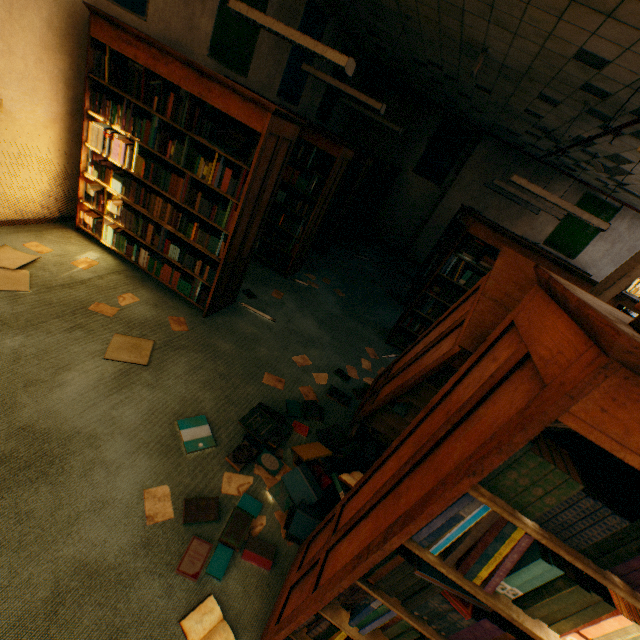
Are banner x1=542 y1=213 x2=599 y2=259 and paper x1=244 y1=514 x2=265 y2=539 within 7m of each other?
no

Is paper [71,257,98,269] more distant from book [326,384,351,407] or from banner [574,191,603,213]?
banner [574,191,603,213]

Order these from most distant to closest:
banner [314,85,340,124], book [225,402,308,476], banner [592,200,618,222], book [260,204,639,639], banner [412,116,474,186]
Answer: banner [412,116,474,186]
banner [592,200,618,222]
banner [314,85,340,124]
book [225,402,308,476]
book [260,204,639,639]

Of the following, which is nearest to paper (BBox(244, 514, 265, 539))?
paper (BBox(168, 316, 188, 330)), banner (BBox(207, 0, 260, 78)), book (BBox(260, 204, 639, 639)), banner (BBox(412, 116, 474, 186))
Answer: book (BBox(260, 204, 639, 639))

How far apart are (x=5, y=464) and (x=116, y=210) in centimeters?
276cm

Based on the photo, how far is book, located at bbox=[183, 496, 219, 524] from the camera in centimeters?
200cm

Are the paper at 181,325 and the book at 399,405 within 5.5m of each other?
yes

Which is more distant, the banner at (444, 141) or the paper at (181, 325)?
the banner at (444, 141)
